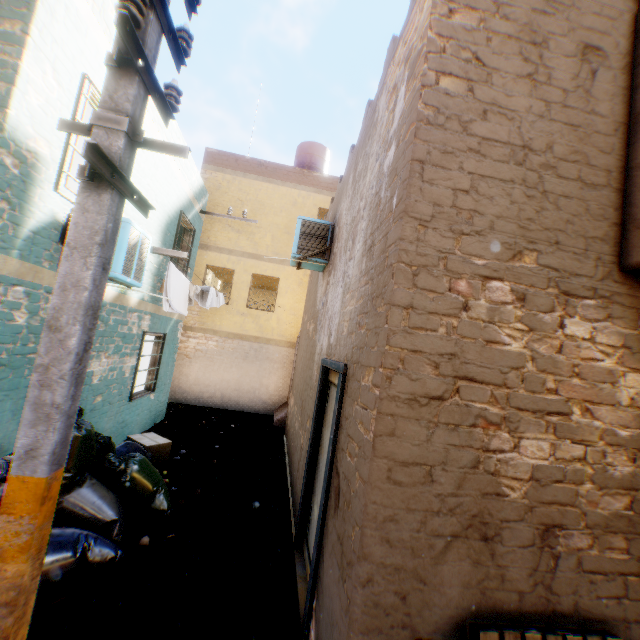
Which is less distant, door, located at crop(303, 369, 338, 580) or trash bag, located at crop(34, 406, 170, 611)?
trash bag, located at crop(34, 406, 170, 611)

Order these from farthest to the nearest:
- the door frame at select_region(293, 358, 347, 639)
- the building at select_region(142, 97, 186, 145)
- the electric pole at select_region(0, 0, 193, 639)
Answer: the building at select_region(142, 97, 186, 145), the door frame at select_region(293, 358, 347, 639), the electric pole at select_region(0, 0, 193, 639)

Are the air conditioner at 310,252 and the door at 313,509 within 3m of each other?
yes

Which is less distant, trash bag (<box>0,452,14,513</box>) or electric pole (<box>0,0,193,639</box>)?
electric pole (<box>0,0,193,639</box>)

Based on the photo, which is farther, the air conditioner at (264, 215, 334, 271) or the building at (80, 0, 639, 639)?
the air conditioner at (264, 215, 334, 271)

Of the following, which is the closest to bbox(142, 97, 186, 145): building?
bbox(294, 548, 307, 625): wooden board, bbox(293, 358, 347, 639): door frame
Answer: bbox(293, 358, 347, 639): door frame

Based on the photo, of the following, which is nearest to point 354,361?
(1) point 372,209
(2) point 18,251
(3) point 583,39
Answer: (1) point 372,209

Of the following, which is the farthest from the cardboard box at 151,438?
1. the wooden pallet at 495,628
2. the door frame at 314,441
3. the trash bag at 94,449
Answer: the wooden pallet at 495,628
